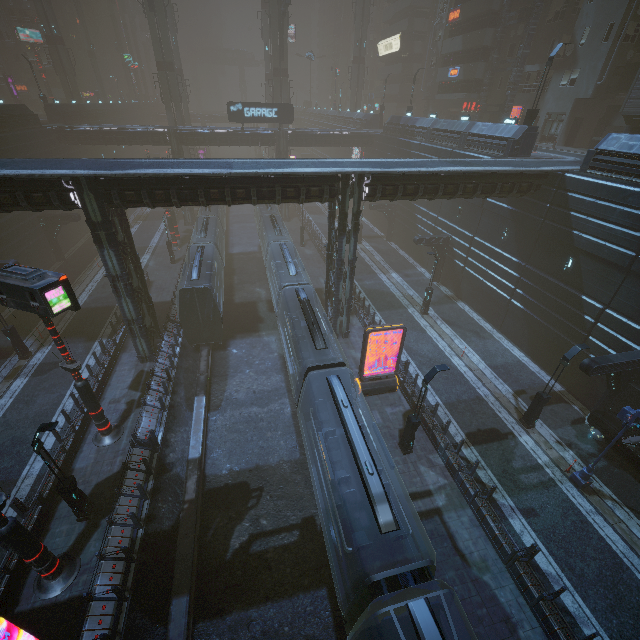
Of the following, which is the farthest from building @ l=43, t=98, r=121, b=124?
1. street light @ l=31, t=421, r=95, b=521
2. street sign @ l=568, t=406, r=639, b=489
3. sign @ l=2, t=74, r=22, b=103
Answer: sign @ l=2, t=74, r=22, b=103

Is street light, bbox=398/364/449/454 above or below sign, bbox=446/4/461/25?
below

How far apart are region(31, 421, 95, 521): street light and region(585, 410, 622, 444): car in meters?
23.9 m

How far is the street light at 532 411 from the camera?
15.5m

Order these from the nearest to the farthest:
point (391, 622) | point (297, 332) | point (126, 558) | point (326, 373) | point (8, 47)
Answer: point (391, 622)
point (126, 558)
point (326, 373)
point (297, 332)
point (8, 47)

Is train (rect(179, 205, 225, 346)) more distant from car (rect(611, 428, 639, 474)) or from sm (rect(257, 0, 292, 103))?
car (rect(611, 428, 639, 474))

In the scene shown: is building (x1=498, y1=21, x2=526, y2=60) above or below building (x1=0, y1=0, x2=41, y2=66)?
below

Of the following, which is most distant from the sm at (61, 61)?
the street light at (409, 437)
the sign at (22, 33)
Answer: the street light at (409, 437)
